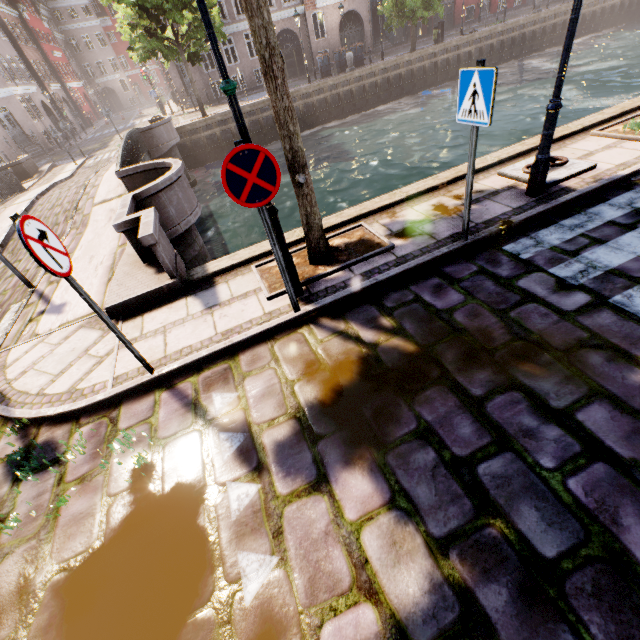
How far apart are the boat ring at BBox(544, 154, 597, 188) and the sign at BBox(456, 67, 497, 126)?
2.4m

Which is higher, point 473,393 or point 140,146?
point 140,146

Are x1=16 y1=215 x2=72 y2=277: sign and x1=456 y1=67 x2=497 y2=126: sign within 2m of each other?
no

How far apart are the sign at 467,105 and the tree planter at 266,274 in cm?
163

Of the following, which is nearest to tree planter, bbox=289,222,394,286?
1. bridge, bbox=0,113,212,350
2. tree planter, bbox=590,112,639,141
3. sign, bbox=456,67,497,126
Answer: bridge, bbox=0,113,212,350

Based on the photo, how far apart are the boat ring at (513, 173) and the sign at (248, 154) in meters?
4.5

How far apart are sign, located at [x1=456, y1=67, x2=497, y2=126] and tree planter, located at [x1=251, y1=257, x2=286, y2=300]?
1.63m

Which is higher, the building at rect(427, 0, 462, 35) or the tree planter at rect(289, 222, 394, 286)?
the building at rect(427, 0, 462, 35)
